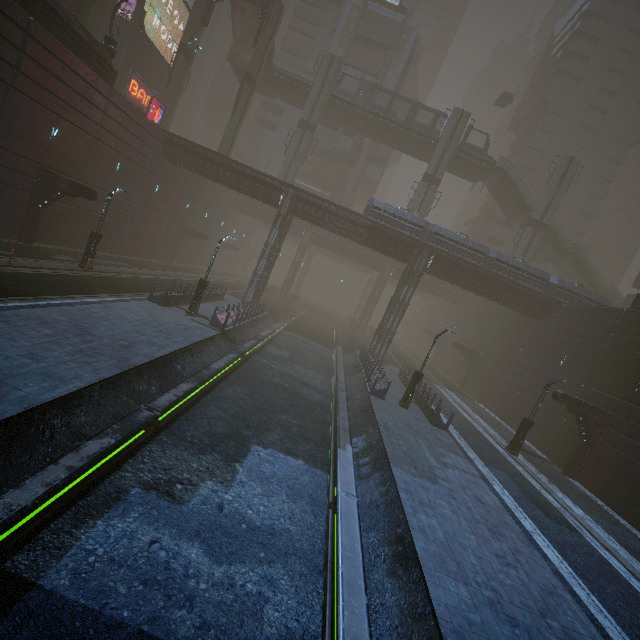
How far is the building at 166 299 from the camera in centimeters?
1977cm

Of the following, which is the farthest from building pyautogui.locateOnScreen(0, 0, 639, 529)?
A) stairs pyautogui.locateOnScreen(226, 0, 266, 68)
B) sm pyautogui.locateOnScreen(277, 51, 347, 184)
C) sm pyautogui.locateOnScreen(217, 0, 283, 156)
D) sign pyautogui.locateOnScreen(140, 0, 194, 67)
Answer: sm pyautogui.locateOnScreen(277, 51, 347, 184)

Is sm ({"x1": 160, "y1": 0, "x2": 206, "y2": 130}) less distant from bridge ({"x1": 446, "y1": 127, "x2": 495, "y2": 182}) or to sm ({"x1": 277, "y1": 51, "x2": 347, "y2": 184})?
sm ({"x1": 277, "y1": 51, "x2": 347, "y2": 184})

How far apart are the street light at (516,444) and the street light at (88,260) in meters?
29.0 m

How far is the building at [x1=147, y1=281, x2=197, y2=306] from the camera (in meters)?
19.77

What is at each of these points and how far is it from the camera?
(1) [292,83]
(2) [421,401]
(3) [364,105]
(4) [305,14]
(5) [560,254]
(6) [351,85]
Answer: (1) bridge, 40.5 meters
(2) building, 22.3 meters
(3) bridge, 39.8 meters
(4) building, 53.8 meters
(5) stairs, 41.1 meters
(6) building, 48.1 meters

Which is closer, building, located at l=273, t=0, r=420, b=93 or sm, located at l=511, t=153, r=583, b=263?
sm, located at l=511, t=153, r=583, b=263

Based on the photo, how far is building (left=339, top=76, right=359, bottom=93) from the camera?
47.9m
